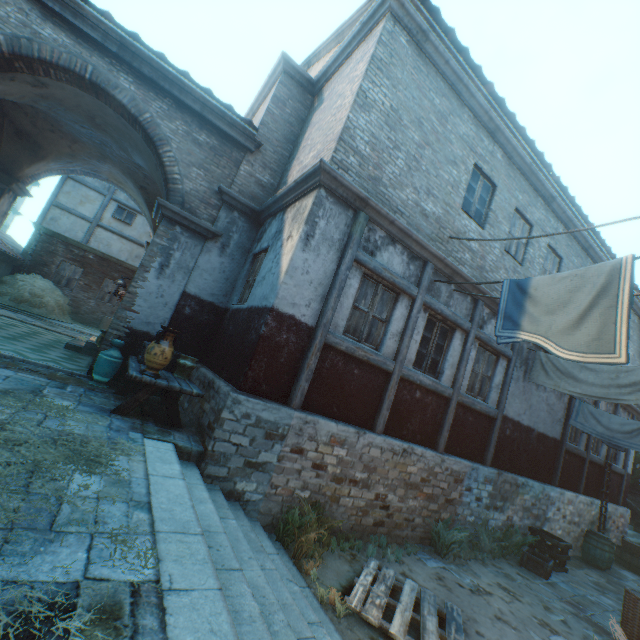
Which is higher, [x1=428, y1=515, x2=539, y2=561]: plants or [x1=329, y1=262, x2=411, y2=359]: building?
[x1=329, y1=262, x2=411, y2=359]: building

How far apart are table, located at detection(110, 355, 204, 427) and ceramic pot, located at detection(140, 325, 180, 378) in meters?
0.0 m

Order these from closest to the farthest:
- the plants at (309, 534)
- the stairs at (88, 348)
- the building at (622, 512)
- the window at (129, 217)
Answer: the plants at (309, 534), the stairs at (88, 348), the building at (622, 512), the window at (129, 217)

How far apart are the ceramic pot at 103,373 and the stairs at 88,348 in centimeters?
312cm

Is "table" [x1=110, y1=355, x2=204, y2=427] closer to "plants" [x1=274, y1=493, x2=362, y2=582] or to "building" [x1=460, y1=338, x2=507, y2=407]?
"building" [x1=460, y1=338, x2=507, y2=407]

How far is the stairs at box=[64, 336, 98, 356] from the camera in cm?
869

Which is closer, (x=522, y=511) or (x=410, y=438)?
(x=410, y=438)

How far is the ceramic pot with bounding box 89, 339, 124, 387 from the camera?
6.1m
